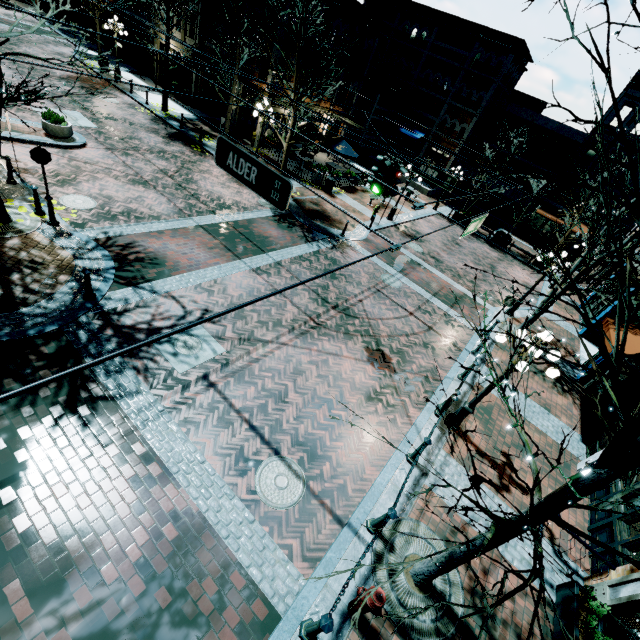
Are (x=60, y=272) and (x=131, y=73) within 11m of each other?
no

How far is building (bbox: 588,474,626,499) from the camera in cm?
816

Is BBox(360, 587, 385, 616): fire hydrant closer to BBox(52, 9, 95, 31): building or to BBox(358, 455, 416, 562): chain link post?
BBox(358, 455, 416, 562): chain link post

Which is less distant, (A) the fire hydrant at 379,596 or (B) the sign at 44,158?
(A) the fire hydrant at 379,596

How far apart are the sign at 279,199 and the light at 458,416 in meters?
5.7 m

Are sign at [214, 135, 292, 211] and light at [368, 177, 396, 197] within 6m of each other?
yes

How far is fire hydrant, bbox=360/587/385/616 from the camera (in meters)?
4.58

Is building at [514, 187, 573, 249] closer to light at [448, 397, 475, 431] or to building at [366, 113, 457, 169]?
building at [366, 113, 457, 169]
